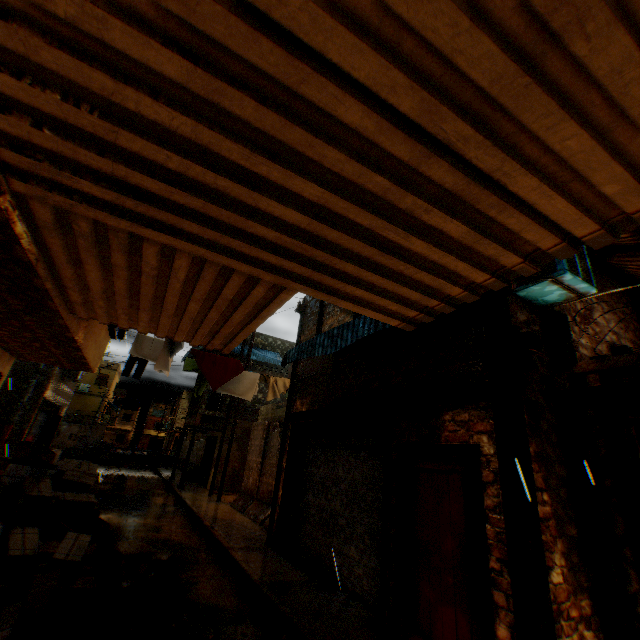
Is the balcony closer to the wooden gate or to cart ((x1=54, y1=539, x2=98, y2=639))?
cart ((x1=54, y1=539, x2=98, y2=639))

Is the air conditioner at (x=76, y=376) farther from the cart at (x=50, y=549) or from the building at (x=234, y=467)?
the cart at (x=50, y=549)

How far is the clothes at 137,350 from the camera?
7.0 meters

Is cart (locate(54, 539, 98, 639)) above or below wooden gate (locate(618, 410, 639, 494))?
below

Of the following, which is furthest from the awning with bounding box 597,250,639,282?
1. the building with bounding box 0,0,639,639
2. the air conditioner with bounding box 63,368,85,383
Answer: the air conditioner with bounding box 63,368,85,383

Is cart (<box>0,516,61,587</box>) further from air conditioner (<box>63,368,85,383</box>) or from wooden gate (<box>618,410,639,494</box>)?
wooden gate (<box>618,410,639,494</box>)

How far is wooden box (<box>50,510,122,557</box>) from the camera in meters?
5.1

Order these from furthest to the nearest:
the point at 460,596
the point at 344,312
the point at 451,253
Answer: the point at 344,312 → the point at 460,596 → the point at 451,253
